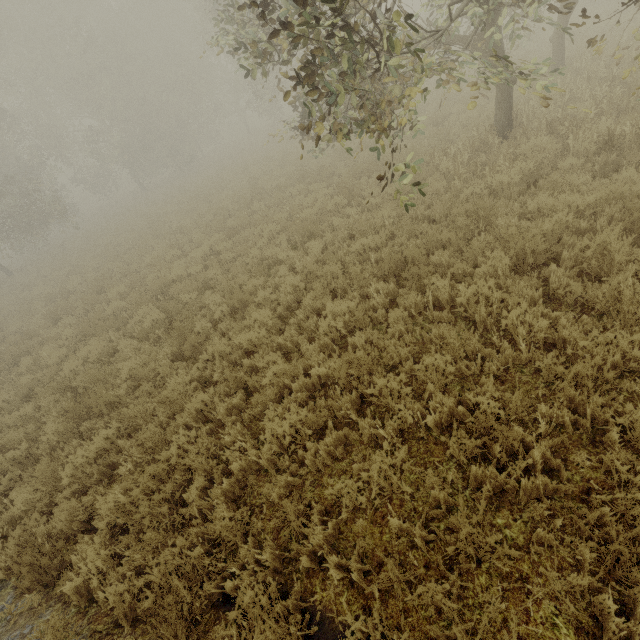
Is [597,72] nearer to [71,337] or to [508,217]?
[508,217]
